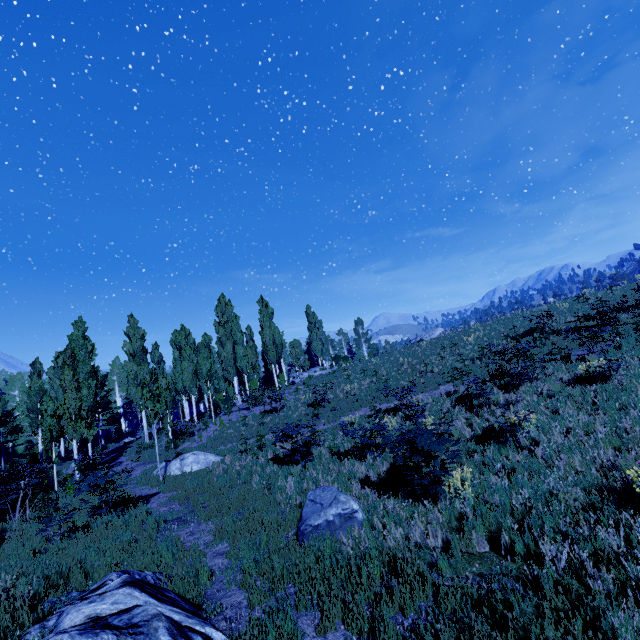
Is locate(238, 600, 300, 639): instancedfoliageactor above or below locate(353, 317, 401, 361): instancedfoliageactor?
below

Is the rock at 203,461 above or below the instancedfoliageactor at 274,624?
above

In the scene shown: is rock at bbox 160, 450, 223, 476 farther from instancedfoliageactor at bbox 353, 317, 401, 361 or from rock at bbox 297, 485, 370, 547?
rock at bbox 297, 485, 370, 547

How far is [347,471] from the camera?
10.6 meters

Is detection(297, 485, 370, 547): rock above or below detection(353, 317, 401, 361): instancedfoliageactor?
below

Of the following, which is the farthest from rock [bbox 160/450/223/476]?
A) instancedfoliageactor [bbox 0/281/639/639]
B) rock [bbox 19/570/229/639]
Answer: rock [bbox 19/570/229/639]

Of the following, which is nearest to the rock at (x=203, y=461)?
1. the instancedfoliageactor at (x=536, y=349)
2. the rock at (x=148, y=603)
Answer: the instancedfoliageactor at (x=536, y=349)

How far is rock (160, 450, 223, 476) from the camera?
15.6m
